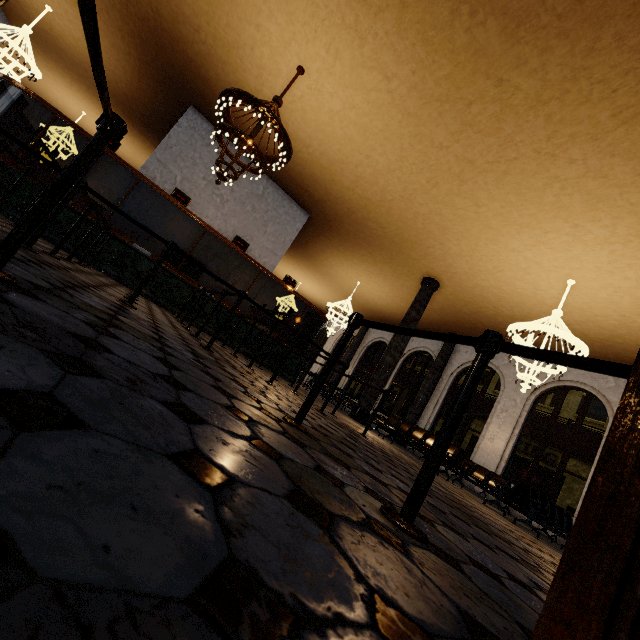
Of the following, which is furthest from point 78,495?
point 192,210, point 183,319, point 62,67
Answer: point 62,67
